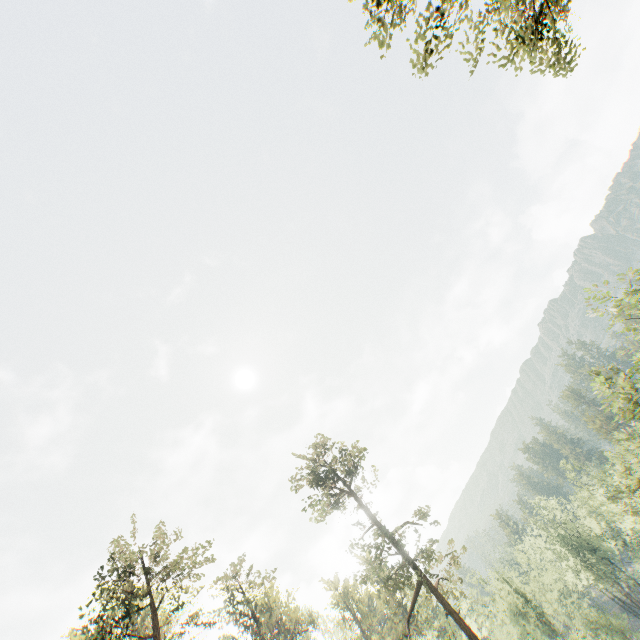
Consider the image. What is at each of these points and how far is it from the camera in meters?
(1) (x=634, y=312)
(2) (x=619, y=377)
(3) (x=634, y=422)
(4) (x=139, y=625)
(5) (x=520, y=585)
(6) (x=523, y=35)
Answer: (1) foliage, 19.7
(2) foliage, 29.7
(3) foliage, 27.2
(4) foliage, 23.8
(5) foliage, 46.4
(6) foliage, 12.0

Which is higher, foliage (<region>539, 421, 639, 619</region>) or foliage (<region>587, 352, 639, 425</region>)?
foliage (<region>587, 352, 639, 425</region>)

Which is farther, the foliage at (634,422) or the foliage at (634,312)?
the foliage at (634,422)

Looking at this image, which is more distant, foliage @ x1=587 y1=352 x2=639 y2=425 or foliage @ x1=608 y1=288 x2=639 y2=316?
foliage @ x1=587 y1=352 x2=639 y2=425

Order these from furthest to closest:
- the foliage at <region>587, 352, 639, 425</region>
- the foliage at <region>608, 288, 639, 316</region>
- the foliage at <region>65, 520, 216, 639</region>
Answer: the foliage at <region>65, 520, 216, 639</region>, the foliage at <region>587, 352, 639, 425</region>, the foliage at <region>608, 288, 639, 316</region>
